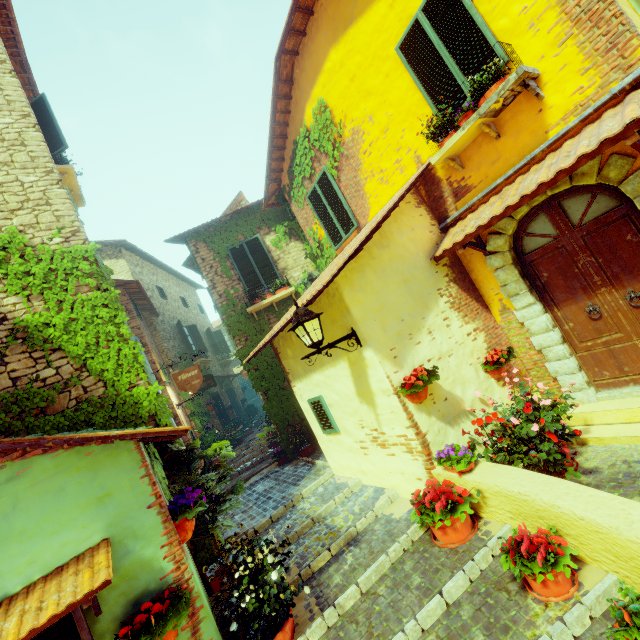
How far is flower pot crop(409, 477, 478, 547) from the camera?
3.5 meters

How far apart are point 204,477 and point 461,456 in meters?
3.5

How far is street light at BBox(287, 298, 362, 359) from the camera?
3.9 meters

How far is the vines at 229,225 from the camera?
8.9 meters

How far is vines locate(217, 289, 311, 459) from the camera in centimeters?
909cm

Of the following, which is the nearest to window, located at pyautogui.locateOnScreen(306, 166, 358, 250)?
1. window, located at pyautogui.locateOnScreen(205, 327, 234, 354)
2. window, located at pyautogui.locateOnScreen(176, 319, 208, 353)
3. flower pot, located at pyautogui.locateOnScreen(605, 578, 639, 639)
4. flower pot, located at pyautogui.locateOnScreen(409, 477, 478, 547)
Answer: flower pot, located at pyautogui.locateOnScreen(409, 477, 478, 547)

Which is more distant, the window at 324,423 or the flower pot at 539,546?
the window at 324,423

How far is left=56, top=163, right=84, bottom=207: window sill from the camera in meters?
7.8 m
